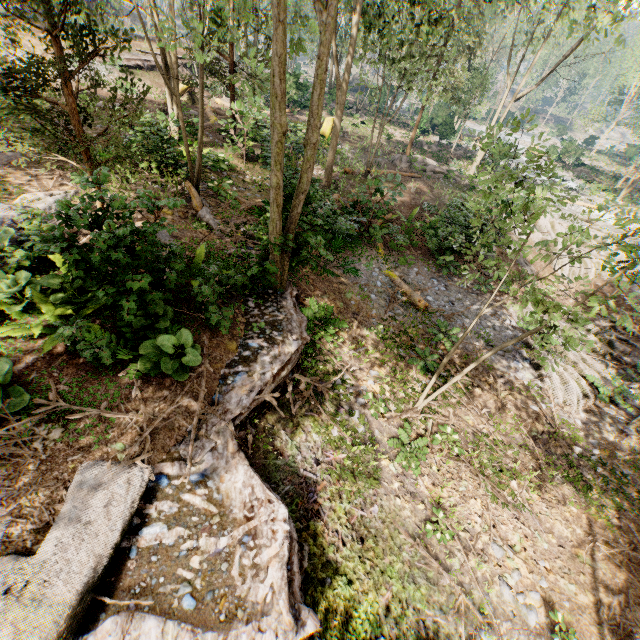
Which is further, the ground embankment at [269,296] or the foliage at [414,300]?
the foliage at [414,300]

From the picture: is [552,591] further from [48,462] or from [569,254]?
[48,462]

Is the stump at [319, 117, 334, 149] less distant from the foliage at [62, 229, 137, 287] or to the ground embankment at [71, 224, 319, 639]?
the foliage at [62, 229, 137, 287]

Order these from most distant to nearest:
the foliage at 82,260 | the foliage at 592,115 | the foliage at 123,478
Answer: the foliage at 592,115 → the foliage at 82,260 → the foliage at 123,478

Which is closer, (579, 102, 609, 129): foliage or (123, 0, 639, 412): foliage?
(123, 0, 639, 412): foliage

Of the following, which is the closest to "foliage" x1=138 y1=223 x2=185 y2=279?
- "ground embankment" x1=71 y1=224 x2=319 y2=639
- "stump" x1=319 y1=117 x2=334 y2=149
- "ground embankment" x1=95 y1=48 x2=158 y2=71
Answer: "ground embankment" x1=71 y1=224 x2=319 y2=639

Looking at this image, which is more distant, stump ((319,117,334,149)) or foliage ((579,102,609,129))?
foliage ((579,102,609,129))

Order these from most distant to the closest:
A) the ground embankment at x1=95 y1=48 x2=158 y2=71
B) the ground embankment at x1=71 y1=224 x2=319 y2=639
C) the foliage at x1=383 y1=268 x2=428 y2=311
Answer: the ground embankment at x1=95 y1=48 x2=158 y2=71 < the foliage at x1=383 y1=268 x2=428 y2=311 < the ground embankment at x1=71 y1=224 x2=319 y2=639
